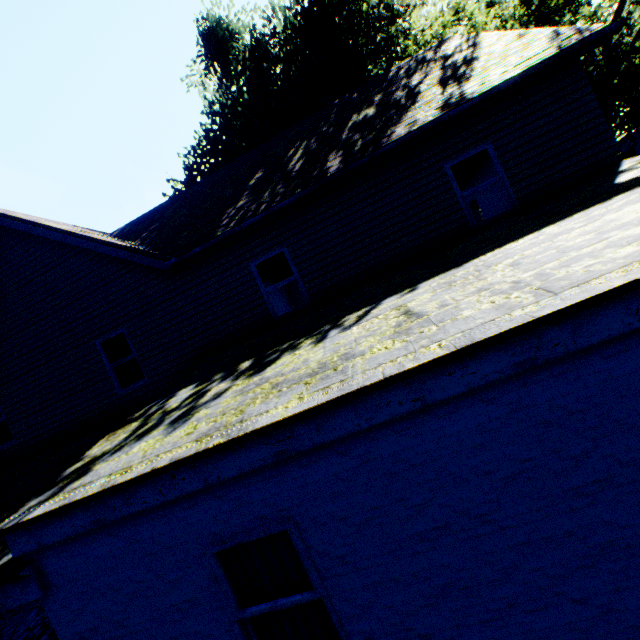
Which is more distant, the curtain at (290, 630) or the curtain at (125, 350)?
the curtain at (125, 350)

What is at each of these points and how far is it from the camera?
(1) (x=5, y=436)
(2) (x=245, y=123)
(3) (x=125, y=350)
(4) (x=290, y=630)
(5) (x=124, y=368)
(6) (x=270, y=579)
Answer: (1) curtain, 10.14m
(2) plant, 15.32m
(3) curtain, 9.14m
(4) curtain, 3.29m
(5) curtain, 9.19m
(6) curtain, 3.32m

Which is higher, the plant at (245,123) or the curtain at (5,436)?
the plant at (245,123)

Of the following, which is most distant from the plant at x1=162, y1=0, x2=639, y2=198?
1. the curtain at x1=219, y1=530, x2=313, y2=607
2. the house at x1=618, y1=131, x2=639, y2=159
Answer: the curtain at x1=219, y1=530, x2=313, y2=607

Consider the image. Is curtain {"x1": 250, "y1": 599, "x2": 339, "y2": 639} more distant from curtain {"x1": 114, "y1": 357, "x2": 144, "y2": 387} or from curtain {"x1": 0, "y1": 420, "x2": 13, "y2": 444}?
curtain {"x1": 0, "y1": 420, "x2": 13, "y2": 444}

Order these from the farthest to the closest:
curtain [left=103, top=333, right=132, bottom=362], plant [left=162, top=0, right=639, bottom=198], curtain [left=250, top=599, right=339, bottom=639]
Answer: plant [left=162, top=0, right=639, bottom=198]
curtain [left=103, top=333, right=132, bottom=362]
curtain [left=250, top=599, right=339, bottom=639]

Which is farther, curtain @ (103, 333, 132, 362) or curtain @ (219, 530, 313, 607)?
curtain @ (103, 333, 132, 362)

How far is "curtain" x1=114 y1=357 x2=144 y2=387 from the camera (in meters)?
9.09
